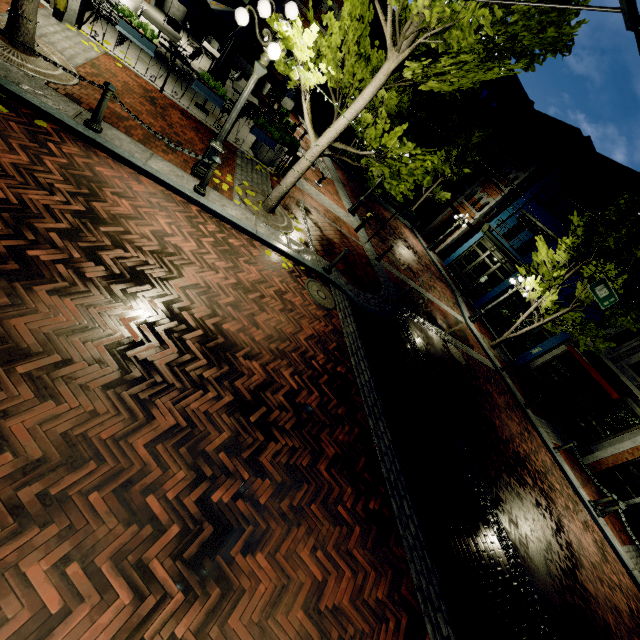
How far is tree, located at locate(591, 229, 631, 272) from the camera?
13.92m

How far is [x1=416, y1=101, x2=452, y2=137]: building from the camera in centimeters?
2872cm

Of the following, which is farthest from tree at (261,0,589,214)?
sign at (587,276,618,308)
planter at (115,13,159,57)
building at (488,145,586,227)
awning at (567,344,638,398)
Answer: sign at (587,276,618,308)

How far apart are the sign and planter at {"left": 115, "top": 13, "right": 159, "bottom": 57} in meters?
13.3

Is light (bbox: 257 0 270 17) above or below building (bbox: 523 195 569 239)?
below

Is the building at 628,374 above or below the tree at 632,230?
below

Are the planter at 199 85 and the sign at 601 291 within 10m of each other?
no

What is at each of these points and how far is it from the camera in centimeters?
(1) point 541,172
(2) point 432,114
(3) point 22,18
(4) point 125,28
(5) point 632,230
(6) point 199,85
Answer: (1) building, 2378cm
(2) building, 2917cm
(3) tree, 557cm
(4) planter, 785cm
(5) tree, 1344cm
(6) planter, 886cm
